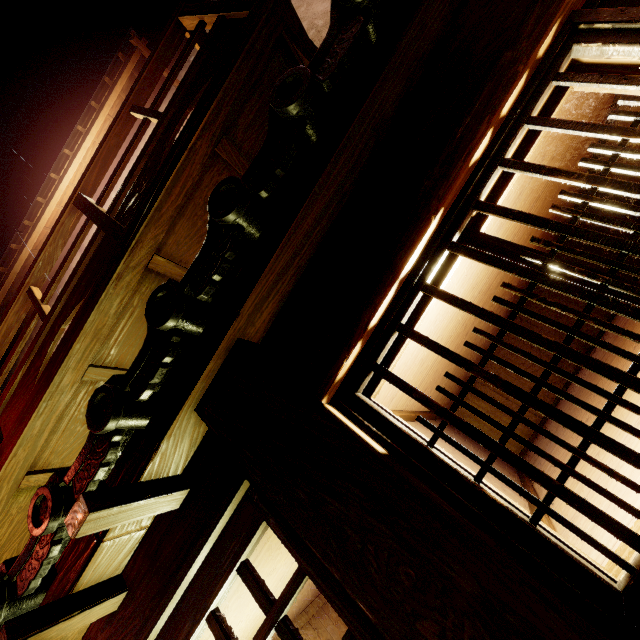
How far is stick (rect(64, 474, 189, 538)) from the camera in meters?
Result: 2.3 m

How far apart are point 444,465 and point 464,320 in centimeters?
422cm

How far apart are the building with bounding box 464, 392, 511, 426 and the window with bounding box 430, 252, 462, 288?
9.04m

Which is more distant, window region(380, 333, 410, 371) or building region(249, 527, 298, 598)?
building region(249, 527, 298, 598)

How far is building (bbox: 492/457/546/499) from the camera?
5.32m

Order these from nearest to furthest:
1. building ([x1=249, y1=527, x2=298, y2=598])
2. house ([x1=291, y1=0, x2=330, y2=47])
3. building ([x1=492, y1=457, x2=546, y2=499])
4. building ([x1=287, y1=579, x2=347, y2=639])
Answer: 1. building ([x1=249, y1=527, x2=298, y2=598])
2. building ([x1=492, y1=457, x2=546, y2=499])
3. house ([x1=291, y1=0, x2=330, y2=47])
4. building ([x1=287, y1=579, x2=347, y2=639])

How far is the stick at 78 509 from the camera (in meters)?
2.34

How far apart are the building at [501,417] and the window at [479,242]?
9.04m
